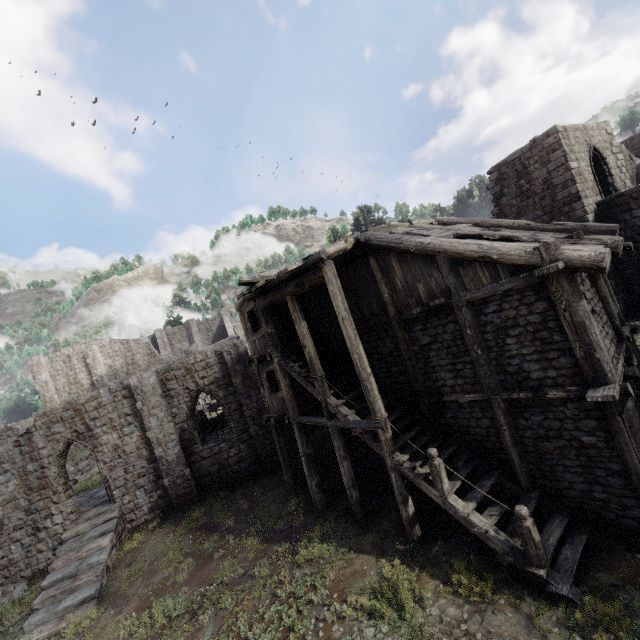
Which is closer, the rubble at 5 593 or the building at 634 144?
the rubble at 5 593

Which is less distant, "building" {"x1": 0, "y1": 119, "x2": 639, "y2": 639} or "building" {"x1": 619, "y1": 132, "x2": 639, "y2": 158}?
"building" {"x1": 0, "y1": 119, "x2": 639, "y2": 639}

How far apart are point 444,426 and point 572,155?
16.9 meters

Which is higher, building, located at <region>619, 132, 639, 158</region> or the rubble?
building, located at <region>619, 132, 639, 158</region>

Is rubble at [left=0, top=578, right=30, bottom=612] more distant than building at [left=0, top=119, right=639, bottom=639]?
Yes

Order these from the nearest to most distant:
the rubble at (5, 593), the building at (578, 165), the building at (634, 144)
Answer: the building at (578, 165)
the rubble at (5, 593)
the building at (634, 144)

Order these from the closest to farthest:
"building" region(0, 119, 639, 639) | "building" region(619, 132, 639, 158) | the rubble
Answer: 1. "building" region(0, 119, 639, 639)
2. the rubble
3. "building" region(619, 132, 639, 158)
